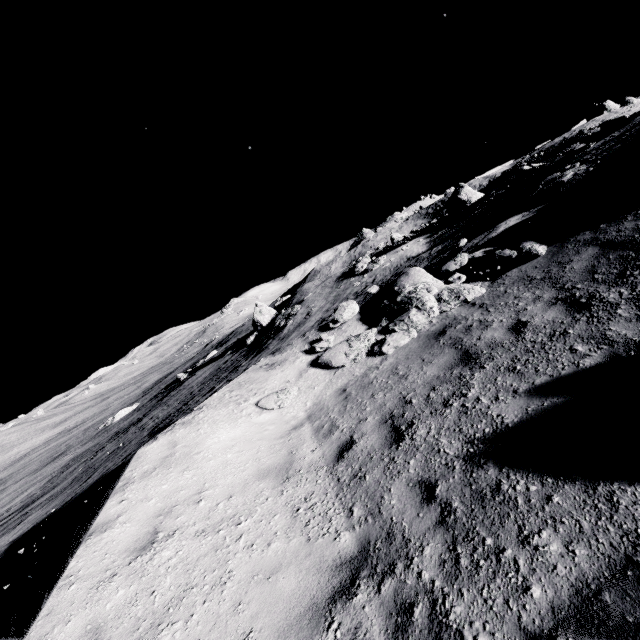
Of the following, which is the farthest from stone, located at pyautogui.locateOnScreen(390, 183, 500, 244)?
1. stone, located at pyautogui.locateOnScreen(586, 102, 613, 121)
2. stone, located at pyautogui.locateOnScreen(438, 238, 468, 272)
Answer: stone, located at pyautogui.locateOnScreen(586, 102, 613, 121)

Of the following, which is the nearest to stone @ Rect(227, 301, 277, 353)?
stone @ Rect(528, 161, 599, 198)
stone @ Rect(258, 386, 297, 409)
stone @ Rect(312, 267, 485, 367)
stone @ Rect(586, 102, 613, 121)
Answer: stone @ Rect(528, 161, 599, 198)

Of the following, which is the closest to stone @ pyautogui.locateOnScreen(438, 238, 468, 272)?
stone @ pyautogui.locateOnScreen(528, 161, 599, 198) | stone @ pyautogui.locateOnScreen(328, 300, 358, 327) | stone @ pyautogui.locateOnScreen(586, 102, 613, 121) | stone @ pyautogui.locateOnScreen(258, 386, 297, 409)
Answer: stone @ pyautogui.locateOnScreen(328, 300, 358, 327)

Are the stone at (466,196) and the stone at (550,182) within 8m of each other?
no

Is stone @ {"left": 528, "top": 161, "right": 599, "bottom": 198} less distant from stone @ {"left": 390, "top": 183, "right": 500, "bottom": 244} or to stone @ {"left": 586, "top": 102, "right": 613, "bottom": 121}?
stone @ {"left": 390, "top": 183, "right": 500, "bottom": 244}

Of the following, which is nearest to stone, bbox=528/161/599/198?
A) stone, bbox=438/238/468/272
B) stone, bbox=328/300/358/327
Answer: stone, bbox=438/238/468/272

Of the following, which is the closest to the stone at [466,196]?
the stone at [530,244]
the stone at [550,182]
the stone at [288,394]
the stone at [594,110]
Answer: the stone at [550,182]

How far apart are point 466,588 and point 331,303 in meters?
28.6 m
